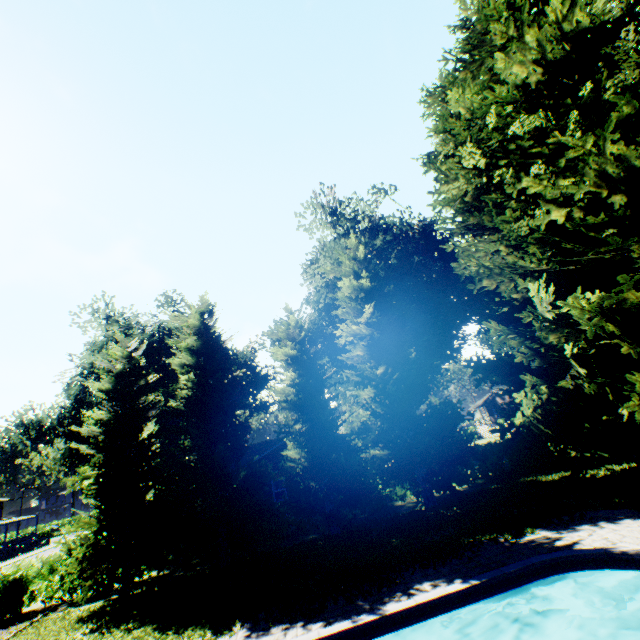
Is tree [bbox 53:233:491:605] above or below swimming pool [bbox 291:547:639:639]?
above

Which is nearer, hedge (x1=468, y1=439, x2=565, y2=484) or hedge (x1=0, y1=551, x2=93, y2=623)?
hedge (x1=0, y1=551, x2=93, y2=623)

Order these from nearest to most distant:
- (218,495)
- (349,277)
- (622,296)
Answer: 1. (622,296)
2. (218,495)
3. (349,277)

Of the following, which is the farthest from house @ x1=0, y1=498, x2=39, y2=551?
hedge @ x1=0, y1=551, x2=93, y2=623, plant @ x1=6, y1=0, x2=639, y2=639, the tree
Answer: the tree

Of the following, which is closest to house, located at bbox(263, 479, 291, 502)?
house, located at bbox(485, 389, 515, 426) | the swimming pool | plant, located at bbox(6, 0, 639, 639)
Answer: plant, located at bbox(6, 0, 639, 639)

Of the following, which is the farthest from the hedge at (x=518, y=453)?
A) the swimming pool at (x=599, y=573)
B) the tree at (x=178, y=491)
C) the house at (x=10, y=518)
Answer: the house at (x=10, y=518)

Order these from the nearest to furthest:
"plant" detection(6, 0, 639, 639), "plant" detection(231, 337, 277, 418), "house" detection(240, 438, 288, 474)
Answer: "plant" detection(6, 0, 639, 639) < "house" detection(240, 438, 288, 474) < "plant" detection(231, 337, 277, 418)

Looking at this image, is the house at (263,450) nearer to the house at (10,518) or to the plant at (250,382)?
the plant at (250,382)
